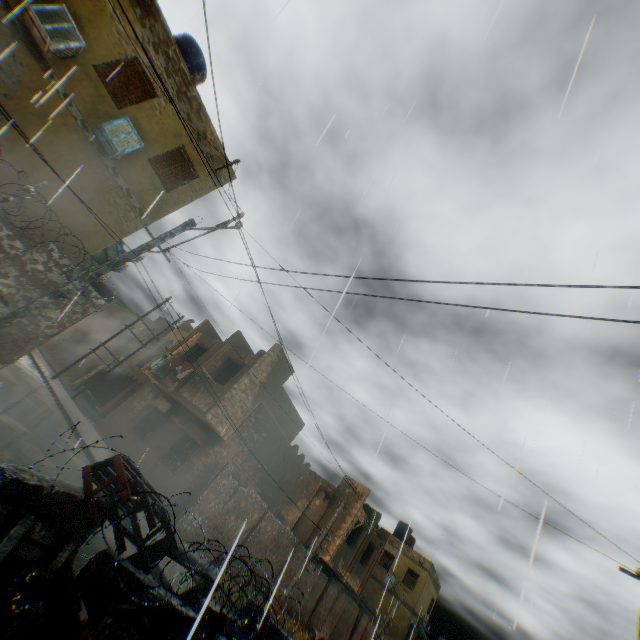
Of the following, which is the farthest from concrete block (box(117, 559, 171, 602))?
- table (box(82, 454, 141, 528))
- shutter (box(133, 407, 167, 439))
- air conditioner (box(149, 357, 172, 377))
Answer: air conditioner (box(149, 357, 172, 377))

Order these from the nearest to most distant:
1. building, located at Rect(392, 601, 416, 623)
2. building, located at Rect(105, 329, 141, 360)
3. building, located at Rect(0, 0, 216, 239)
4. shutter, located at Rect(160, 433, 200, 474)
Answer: building, located at Rect(0, 0, 216, 239)
shutter, located at Rect(160, 433, 200, 474)
building, located at Rect(105, 329, 141, 360)
building, located at Rect(392, 601, 416, 623)

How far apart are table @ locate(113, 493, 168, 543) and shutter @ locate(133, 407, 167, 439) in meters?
13.9 m

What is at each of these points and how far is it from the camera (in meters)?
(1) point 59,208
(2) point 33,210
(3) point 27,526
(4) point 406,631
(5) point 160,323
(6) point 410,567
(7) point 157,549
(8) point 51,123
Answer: (1) building, 8.98
(2) building, 8.60
(3) wooden pallet, 2.94
(4) building, 27.08
(5) building, 28.33
(6) building, 29.64
(7) window, 4.62
(8) building, 8.56

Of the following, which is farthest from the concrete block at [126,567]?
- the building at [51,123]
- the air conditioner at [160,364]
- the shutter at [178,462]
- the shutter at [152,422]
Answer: the air conditioner at [160,364]

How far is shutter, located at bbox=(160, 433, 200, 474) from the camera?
14.8m

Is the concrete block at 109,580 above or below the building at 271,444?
below

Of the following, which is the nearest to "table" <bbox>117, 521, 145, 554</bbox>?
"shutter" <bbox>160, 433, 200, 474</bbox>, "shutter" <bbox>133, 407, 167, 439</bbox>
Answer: "shutter" <bbox>160, 433, 200, 474</bbox>
